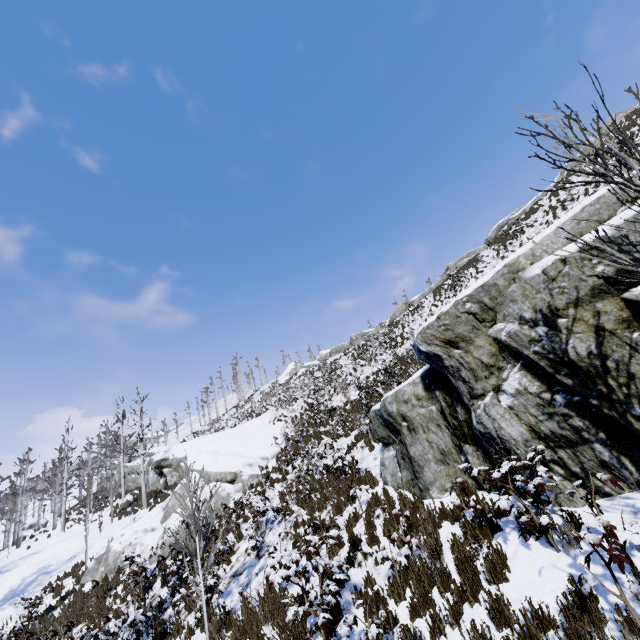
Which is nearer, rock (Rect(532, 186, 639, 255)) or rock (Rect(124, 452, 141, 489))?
rock (Rect(532, 186, 639, 255))

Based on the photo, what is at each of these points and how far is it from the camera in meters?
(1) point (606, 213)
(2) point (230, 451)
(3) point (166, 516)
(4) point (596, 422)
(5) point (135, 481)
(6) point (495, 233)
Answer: (1) rock, 5.4 m
(2) rock, 20.2 m
(3) rock, 17.0 m
(4) rock, 4.7 m
(5) rock, 34.4 m
(6) rock, 36.2 m

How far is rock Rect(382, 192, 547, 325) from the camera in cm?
Result: 3453

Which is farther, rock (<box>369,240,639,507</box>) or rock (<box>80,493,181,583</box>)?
rock (<box>80,493,181,583</box>)

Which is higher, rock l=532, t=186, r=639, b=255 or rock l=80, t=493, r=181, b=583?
rock l=532, t=186, r=639, b=255

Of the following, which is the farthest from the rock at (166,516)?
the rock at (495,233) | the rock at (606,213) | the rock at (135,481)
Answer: the rock at (495,233)

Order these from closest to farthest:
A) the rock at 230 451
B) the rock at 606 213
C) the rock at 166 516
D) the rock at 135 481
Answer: the rock at 606 213, the rock at 166 516, the rock at 230 451, the rock at 135 481

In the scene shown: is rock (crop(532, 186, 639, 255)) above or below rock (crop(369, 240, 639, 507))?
above
